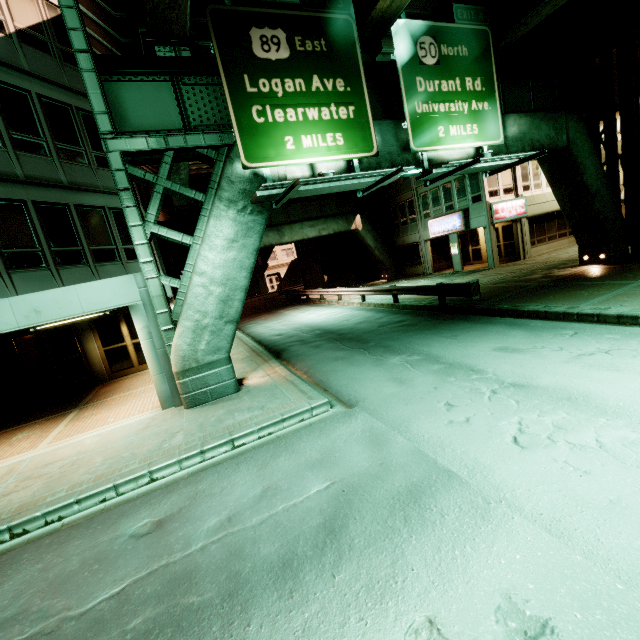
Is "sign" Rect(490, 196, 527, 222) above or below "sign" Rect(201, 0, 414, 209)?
below

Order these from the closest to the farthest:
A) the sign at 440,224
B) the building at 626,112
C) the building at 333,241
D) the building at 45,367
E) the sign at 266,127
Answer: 1. the sign at 266,127
2. the building at 45,367
3. the building at 626,112
4. the sign at 440,224
5. the building at 333,241

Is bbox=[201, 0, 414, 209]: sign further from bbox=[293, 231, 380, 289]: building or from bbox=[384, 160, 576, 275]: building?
bbox=[293, 231, 380, 289]: building

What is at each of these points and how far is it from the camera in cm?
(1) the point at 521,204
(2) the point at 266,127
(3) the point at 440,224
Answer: (1) sign, 2319
(2) sign, 829
(3) sign, 2558

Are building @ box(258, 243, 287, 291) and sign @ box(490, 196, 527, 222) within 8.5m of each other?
no

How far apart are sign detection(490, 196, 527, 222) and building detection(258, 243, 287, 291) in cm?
4170

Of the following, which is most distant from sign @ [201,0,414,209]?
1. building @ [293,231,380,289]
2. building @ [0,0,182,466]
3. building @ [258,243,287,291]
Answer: building @ [258,243,287,291]

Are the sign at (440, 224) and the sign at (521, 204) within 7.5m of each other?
yes
